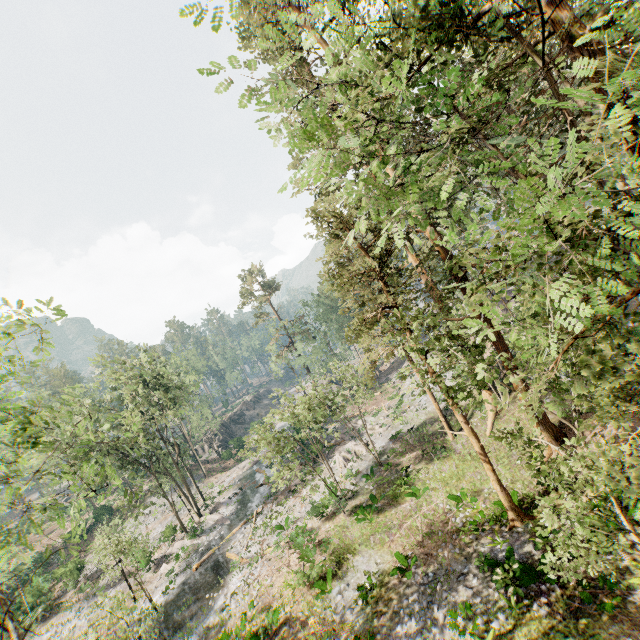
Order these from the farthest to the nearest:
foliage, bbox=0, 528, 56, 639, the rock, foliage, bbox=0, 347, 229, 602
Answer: the rock, foliage, bbox=0, 347, 229, 602, foliage, bbox=0, 528, 56, 639

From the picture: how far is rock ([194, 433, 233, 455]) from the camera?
56.34m

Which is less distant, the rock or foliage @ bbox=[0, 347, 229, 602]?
foliage @ bbox=[0, 347, 229, 602]

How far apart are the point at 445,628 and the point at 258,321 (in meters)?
42.88

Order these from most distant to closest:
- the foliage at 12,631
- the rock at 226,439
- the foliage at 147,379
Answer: the rock at 226,439 < the foliage at 147,379 < the foliage at 12,631

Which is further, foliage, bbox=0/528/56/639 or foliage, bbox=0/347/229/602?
foliage, bbox=0/347/229/602

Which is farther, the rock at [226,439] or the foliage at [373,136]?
the rock at [226,439]
